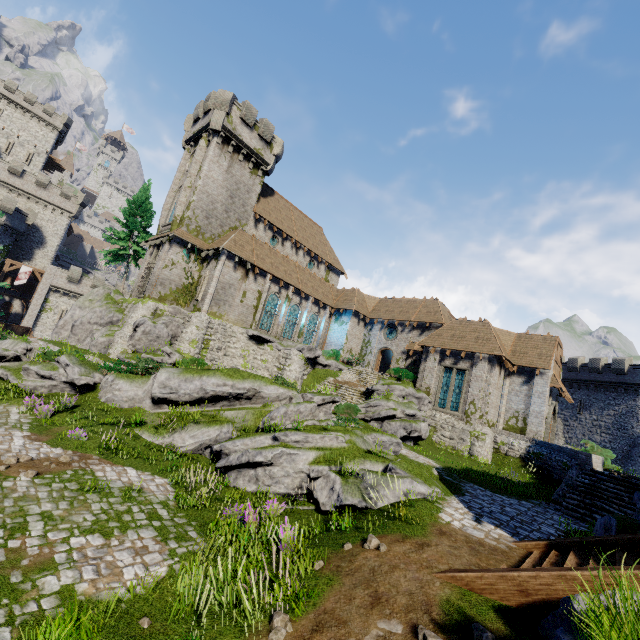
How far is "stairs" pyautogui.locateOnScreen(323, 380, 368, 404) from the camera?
25.1m

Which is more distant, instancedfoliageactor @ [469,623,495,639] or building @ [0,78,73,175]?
building @ [0,78,73,175]

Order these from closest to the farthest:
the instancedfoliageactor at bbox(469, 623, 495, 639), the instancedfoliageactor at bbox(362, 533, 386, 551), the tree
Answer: the instancedfoliageactor at bbox(469, 623, 495, 639) → the instancedfoliageactor at bbox(362, 533, 386, 551) → the tree

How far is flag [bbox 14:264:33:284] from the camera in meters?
42.2 m

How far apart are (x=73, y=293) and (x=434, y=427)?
50.6 meters

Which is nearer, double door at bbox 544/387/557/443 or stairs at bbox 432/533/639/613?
stairs at bbox 432/533/639/613

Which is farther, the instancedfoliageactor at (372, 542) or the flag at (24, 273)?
the flag at (24, 273)

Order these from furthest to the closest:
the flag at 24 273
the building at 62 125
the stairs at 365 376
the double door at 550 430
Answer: the building at 62 125, the flag at 24 273, the stairs at 365 376, the double door at 550 430
